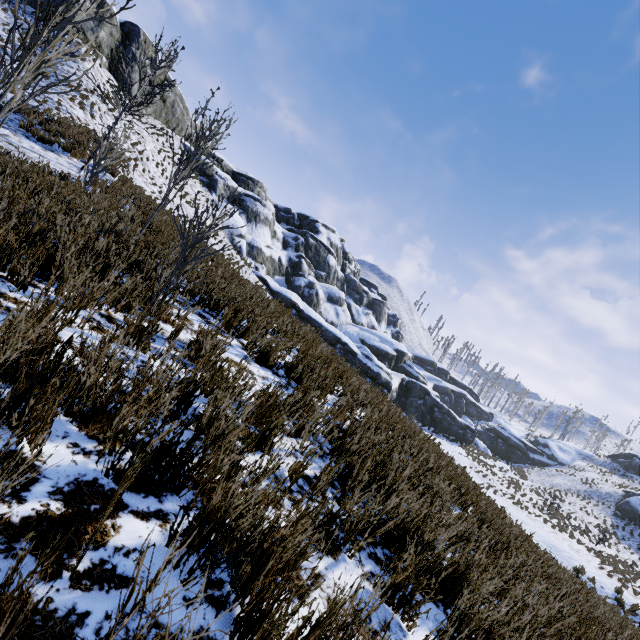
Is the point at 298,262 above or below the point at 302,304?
above

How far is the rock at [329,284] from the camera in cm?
3328

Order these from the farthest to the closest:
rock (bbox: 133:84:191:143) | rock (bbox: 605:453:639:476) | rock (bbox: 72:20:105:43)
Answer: rock (bbox: 605:453:639:476) < rock (bbox: 133:84:191:143) < rock (bbox: 72:20:105:43)

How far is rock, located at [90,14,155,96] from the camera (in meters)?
25.88

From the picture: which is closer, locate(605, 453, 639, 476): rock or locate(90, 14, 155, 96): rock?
locate(90, 14, 155, 96): rock

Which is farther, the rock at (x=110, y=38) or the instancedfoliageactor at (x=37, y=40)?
the rock at (x=110, y=38)

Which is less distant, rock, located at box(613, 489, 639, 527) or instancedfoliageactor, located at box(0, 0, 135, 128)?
instancedfoliageactor, located at box(0, 0, 135, 128)
